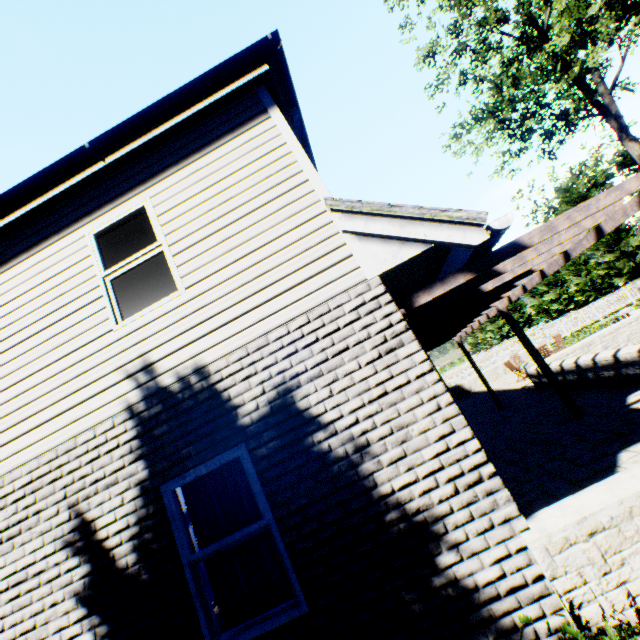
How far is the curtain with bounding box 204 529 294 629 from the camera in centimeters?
332cm

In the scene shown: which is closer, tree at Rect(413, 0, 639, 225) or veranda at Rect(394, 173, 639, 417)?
veranda at Rect(394, 173, 639, 417)

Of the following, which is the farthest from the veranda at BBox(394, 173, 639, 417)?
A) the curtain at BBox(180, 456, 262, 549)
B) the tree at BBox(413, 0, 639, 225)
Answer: the tree at BBox(413, 0, 639, 225)

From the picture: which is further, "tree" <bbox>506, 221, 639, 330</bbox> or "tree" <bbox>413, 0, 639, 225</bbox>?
"tree" <bbox>506, 221, 639, 330</bbox>

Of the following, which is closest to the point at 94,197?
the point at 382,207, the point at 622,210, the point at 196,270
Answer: the point at 196,270

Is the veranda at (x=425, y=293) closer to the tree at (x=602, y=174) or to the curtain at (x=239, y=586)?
the curtain at (x=239, y=586)

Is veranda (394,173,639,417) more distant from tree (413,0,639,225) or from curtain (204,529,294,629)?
tree (413,0,639,225)

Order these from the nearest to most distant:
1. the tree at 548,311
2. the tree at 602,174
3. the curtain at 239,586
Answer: the curtain at 239,586
the tree at 602,174
the tree at 548,311
